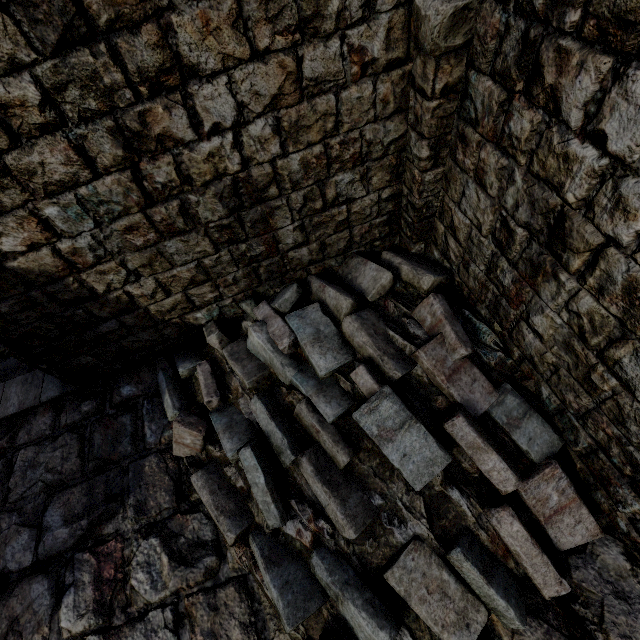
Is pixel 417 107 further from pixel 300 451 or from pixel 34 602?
pixel 34 602

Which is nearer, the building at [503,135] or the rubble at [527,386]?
the building at [503,135]

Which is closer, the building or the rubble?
the building
